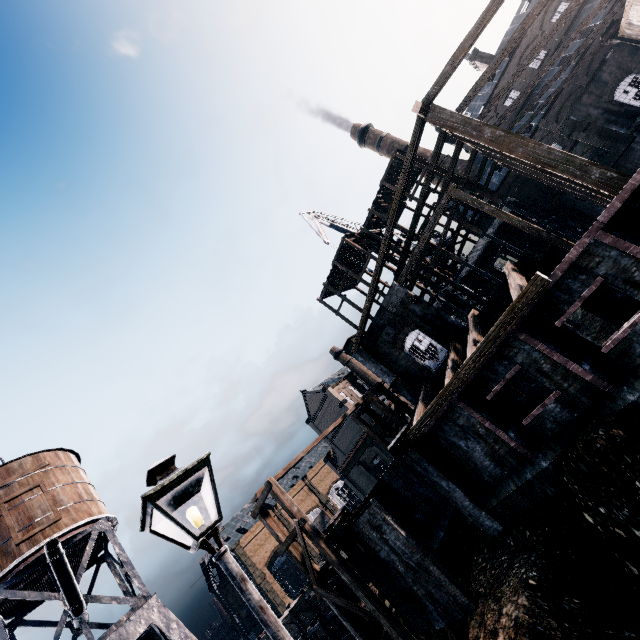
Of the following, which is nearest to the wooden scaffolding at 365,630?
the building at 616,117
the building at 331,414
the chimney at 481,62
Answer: the building at 616,117

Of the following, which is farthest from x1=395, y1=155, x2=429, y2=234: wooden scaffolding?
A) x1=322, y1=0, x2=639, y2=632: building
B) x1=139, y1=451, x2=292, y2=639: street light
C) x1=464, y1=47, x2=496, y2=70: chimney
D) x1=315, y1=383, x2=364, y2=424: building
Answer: x1=139, y1=451, x2=292, y2=639: street light

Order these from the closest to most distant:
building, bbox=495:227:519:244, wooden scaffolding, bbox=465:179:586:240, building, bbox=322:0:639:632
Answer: building, bbox=322:0:639:632 → wooden scaffolding, bbox=465:179:586:240 → building, bbox=495:227:519:244

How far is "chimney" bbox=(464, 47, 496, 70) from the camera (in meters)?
45.22

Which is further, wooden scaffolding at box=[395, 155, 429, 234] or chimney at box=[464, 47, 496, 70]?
chimney at box=[464, 47, 496, 70]

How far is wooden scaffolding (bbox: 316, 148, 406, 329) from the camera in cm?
3425

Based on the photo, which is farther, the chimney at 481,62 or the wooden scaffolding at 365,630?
the chimney at 481,62

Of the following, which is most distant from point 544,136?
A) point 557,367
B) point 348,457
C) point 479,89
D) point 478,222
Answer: point 348,457
